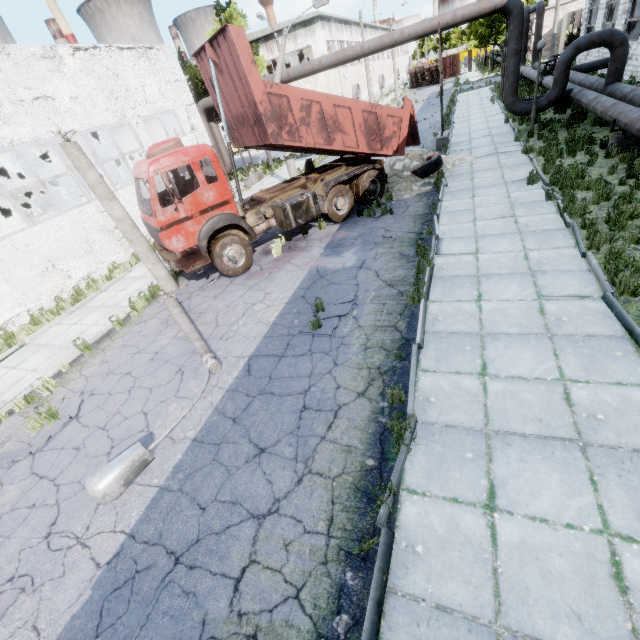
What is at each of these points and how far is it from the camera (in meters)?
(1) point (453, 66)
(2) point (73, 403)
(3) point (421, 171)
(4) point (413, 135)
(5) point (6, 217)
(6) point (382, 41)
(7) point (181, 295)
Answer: (1) truck dump body, 54.69
(2) asphalt debris, 7.00
(3) wire roll, 12.96
(4) truck dump back, 12.30
(5) boiler box, 19.94
(6) pipe, 14.96
(7) asphalt debris, 10.16

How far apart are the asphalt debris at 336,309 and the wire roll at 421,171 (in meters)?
8.08

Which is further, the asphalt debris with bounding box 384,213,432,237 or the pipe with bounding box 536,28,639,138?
the pipe with bounding box 536,28,639,138

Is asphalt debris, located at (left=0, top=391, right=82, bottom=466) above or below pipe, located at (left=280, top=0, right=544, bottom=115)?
below

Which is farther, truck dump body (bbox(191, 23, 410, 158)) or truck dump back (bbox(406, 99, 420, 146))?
truck dump back (bbox(406, 99, 420, 146))

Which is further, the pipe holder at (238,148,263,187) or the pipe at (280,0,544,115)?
the pipe holder at (238,148,263,187)

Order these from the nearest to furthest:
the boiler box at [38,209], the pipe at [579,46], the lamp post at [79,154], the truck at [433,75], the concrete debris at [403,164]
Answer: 1. the lamp post at [79,154]
2. the pipe at [579,46]
3. the concrete debris at [403,164]
4. the boiler box at [38,209]
5. the truck at [433,75]

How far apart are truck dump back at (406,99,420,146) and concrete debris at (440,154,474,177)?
0.6m
